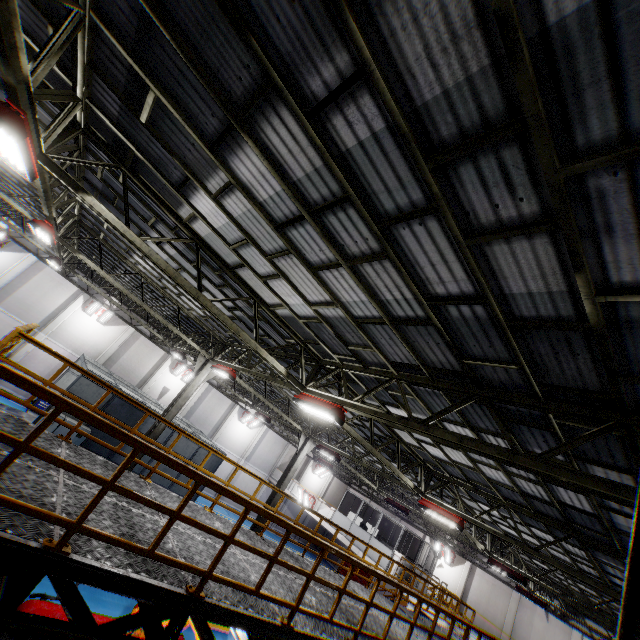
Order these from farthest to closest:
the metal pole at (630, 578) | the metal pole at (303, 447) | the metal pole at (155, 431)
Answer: the metal pole at (303, 447) → the metal pole at (155, 431) → the metal pole at (630, 578)

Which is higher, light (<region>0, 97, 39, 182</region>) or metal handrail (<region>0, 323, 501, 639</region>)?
light (<region>0, 97, 39, 182</region>)

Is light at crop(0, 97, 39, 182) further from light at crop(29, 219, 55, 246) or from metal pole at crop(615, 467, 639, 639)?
metal pole at crop(615, 467, 639, 639)

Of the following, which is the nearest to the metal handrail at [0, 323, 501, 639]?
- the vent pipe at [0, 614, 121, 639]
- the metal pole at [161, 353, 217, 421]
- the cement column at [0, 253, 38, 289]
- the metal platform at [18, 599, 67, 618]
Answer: the vent pipe at [0, 614, 121, 639]

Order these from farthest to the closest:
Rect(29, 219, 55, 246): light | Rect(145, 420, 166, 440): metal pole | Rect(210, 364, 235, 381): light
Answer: Rect(145, 420, 166, 440): metal pole → Rect(210, 364, 235, 381): light → Rect(29, 219, 55, 246): light

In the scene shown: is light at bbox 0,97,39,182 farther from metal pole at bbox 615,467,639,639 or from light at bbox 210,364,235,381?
light at bbox 210,364,235,381

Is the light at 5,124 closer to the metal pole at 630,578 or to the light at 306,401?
the metal pole at 630,578

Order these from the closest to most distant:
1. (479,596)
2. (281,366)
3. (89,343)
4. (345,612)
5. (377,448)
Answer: (345,612) → (281,366) → (377,448) → (89,343) → (479,596)
